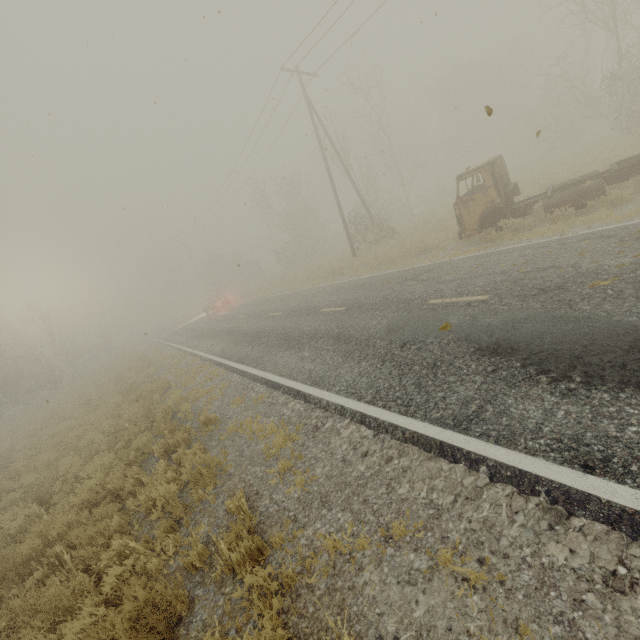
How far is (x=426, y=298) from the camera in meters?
8.2

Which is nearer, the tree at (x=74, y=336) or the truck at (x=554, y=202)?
the truck at (x=554, y=202)

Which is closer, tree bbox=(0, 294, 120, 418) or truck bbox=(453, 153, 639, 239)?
truck bbox=(453, 153, 639, 239)
